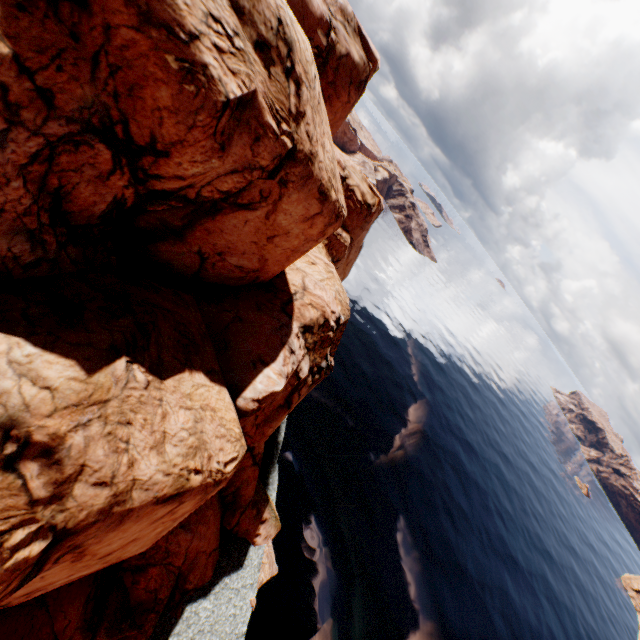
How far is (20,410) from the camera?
8.0 meters
